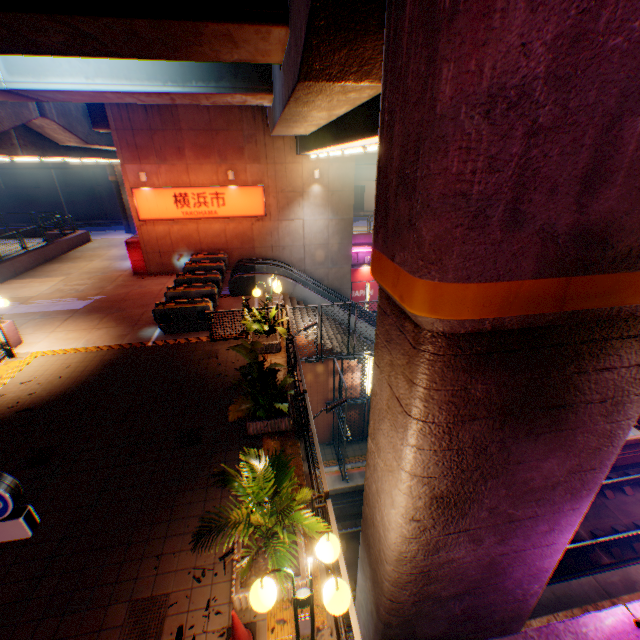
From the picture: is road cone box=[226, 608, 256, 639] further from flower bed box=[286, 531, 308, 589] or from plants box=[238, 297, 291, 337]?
plants box=[238, 297, 291, 337]

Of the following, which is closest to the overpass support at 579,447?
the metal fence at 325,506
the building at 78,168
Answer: the metal fence at 325,506

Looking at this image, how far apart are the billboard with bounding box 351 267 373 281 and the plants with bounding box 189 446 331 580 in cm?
2053

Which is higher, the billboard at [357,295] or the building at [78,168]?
the building at [78,168]

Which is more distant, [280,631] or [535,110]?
[280,631]

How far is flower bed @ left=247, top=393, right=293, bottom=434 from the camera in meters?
7.4

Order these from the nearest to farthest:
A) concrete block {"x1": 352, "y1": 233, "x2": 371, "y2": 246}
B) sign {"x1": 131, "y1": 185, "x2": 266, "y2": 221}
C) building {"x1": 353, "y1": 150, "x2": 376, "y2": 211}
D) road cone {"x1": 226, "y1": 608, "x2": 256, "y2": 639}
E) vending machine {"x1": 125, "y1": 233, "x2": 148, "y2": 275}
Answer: road cone {"x1": 226, "y1": 608, "x2": 256, "y2": 639}, sign {"x1": 131, "y1": 185, "x2": 266, "y2": 221}, vending machine {"x1": 125, "y1": 233, "x2": 148, "y2": 275}, concrete block {"x1": 352, "y1": 233, "x2": 371, "y2": 246}, building {"x1": 353, "y1": 150, "x2": 376, "y2": 211}

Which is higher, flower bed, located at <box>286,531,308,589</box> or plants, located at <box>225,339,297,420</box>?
plants, located at <box>225,339,297,420</box>
